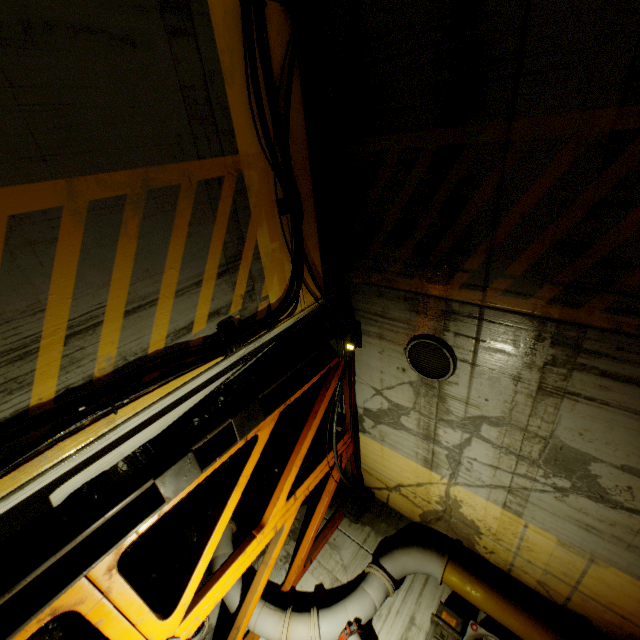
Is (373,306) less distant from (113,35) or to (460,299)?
(460,299)

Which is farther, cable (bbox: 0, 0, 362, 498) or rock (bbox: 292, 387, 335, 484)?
rock (bbox: 292, 387, 335, 484)

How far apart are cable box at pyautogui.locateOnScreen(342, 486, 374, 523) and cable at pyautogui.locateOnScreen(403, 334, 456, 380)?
4.34m

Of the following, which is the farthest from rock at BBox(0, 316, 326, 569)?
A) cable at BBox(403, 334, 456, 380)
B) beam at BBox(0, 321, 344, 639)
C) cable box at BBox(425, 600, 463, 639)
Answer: cable box at BBox(425, 600, 463, 639)

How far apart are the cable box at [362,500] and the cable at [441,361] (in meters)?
4.34

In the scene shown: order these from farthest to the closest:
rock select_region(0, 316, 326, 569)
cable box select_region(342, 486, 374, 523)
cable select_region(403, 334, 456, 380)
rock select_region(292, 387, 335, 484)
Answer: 1. cable box select_region(342, 486, 374, 523)
2. rock select_region(292, 387, 335, 484)
3. cable select_region(403, 334, 456, 380)
4. rock select_region(0, 316, 326, 569)

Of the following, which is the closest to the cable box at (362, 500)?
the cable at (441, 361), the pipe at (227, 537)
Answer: the pipe at (227, 537)

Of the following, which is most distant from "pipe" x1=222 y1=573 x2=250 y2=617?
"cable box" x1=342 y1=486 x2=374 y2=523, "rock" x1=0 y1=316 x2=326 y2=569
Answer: "cable box" x1=342 y1=486 x2=374 y2=523
